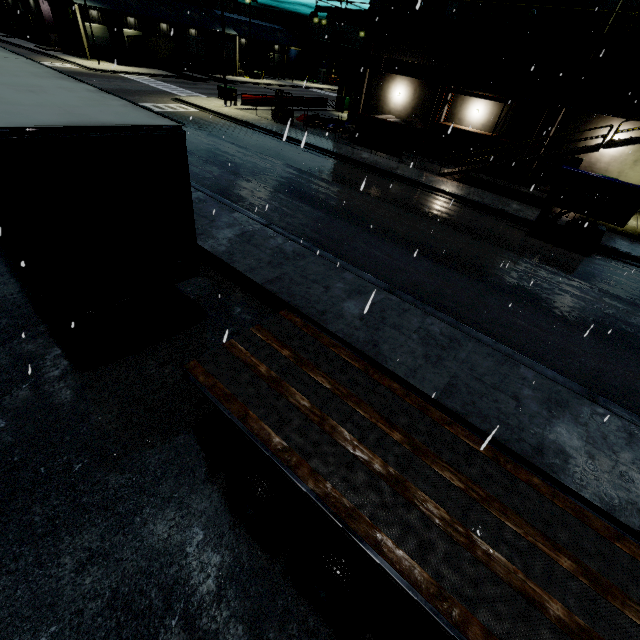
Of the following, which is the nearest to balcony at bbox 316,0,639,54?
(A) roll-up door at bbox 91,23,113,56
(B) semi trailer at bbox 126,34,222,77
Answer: (B) semi trailer at bbox 126,34,222,77

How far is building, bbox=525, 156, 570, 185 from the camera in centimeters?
2273cm

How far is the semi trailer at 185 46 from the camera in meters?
40.8 m

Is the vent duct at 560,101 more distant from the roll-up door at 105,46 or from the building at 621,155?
the roll-up door at 105,46

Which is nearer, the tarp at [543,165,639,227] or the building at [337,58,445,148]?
the tarp at [543,165,639,227]

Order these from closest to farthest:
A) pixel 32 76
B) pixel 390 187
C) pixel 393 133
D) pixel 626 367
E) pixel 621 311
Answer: pixel 32 76 → pixel 390 187 → pixel 626 367 → pixel 621 311 → pixel 393 133

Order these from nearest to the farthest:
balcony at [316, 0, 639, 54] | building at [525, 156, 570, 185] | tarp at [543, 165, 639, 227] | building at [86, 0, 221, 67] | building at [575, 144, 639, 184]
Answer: tarp at [543, 165, 639, 227] → balcony at [316, 0, 639, 54] → building at [575, 144, 639, 184] → building at [525, 156, 570, 185] → building at [86, 0, 221, 67]

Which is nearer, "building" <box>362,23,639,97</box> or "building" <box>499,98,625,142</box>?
"building" <box>362,23,639,97</box>
